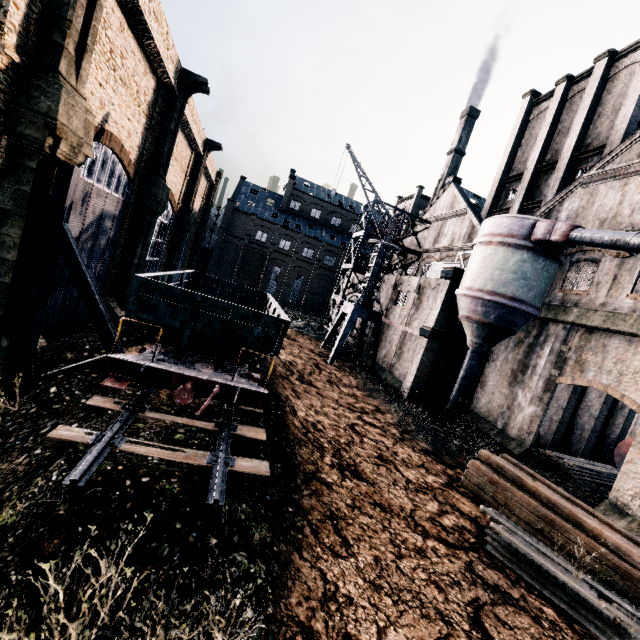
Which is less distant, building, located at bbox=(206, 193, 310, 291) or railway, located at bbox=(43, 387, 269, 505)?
railway, located at bbox=(43, 387, 269, 505)

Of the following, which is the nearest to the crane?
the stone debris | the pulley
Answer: the stone debris

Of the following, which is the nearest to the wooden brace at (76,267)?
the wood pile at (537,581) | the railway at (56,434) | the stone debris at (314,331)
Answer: the railway at (56,434)

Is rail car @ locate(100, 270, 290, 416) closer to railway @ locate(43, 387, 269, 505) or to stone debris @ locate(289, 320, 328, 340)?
railway @ locate(43, 387, 269, 505)

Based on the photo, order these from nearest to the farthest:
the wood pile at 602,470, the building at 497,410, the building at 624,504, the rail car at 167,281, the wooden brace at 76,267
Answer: the rail car at 167,281, the wooden brace at 76,267, the building at 624,504, the building at 497,410, the wood pile at 602,470

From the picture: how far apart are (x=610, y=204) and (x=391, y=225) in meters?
15.0

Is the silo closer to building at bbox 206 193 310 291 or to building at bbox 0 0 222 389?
building at bbox 0 0 222 389

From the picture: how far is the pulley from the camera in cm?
2248
